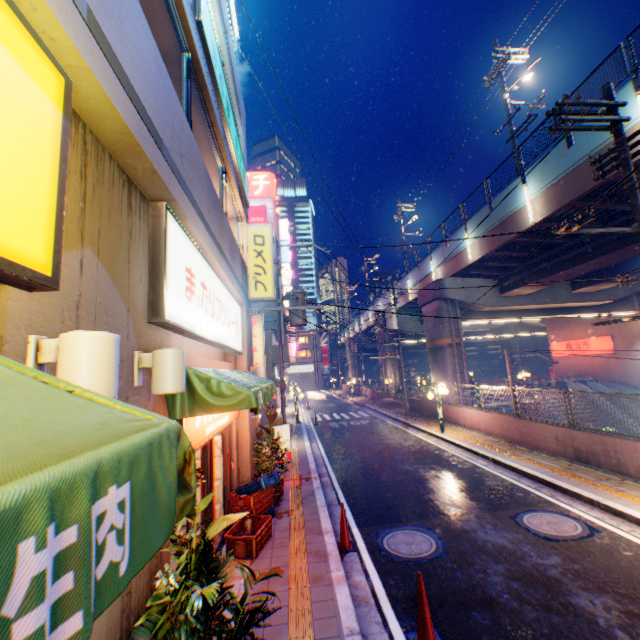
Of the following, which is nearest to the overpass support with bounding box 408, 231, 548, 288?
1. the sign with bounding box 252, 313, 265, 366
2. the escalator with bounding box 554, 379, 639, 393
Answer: the escalator with bounding box 554, 379, 639, 393

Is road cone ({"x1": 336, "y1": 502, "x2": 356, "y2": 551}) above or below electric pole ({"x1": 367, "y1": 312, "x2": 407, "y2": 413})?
below

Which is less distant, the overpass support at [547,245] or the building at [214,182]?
the building at [214,182]

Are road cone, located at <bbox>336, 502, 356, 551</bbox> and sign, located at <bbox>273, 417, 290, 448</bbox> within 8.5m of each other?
yes

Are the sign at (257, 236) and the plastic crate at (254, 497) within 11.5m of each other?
yes

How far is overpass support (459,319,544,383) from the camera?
23.62m

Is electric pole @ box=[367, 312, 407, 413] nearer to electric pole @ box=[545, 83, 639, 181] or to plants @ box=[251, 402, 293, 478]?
plants @ box=[251, 402, 293, 478]

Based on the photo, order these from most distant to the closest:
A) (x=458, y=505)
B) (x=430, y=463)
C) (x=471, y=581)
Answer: (x=430, y=463) → (x=458, y=505) → (x=471, y=581)
